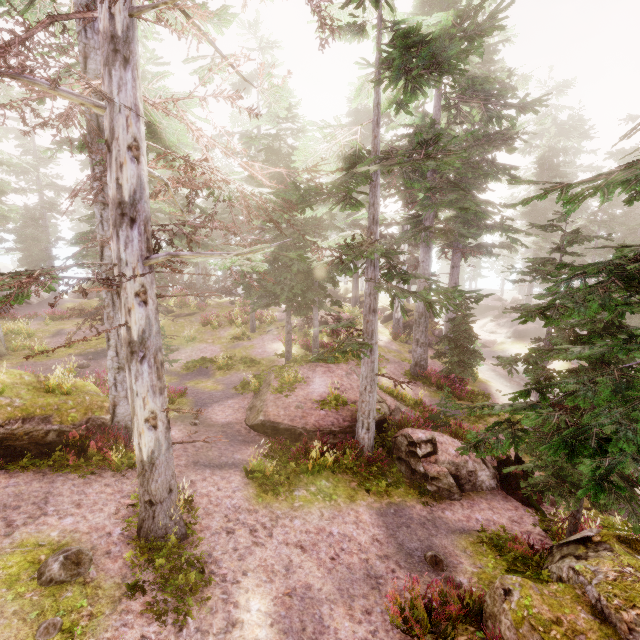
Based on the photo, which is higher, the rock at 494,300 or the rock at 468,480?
the rock at 494,300

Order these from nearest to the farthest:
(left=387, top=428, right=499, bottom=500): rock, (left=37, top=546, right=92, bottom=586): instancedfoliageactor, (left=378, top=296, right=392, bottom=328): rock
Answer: (left=37, top=546, right=92, bottom=586): instancedfoliageactor < (left=387, top=428, right=499, bottom=500): rock < (left=378, top=296, right=392, bottom=328): rock

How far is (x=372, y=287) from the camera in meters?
10.8

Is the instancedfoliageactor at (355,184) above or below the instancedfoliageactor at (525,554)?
above

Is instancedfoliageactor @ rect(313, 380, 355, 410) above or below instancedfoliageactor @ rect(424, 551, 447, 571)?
above

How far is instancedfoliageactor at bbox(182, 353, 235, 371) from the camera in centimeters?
1970cm

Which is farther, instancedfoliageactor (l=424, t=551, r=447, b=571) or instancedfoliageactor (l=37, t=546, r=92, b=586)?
instancedfoliageactor (l=424, t=551, r=447, b=571)

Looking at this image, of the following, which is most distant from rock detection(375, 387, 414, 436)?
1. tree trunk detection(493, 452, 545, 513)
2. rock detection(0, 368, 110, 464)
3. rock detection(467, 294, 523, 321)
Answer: rock detection(467, 294, 523, 321)
